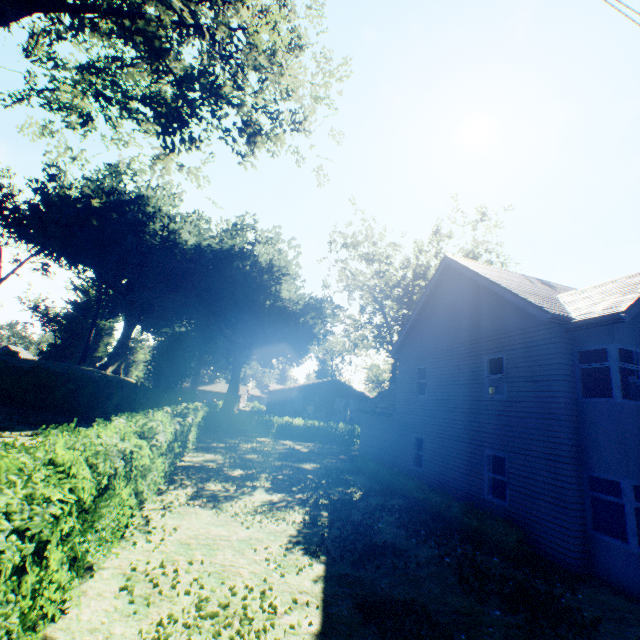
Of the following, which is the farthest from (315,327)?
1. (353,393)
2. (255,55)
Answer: (255,55)

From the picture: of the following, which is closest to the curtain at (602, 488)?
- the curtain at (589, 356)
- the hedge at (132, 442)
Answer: the curtain at (589, 356)

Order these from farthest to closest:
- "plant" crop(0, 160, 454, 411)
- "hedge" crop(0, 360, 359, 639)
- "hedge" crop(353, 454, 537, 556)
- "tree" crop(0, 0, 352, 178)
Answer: "plant" crop(0, 160, 454, 411) < "hedge" crop(353, 454, 537, 556) < "tree" crop(0, 0, 352, 178) < "hedge" crop(0, 360, 359, 639)

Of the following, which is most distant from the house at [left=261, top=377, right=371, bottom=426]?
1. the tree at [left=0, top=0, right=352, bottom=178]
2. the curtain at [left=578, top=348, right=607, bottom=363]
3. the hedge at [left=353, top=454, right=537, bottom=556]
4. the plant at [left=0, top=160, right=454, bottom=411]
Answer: the tree at [left=0, top=0, right=352, bottom=178]

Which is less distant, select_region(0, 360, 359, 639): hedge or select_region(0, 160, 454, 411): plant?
select_region(0, 360, 359, 639): hedge

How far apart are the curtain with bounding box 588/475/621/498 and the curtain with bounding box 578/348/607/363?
2.2m

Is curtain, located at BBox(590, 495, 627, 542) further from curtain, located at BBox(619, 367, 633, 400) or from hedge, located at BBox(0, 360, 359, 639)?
hedge, located at BBox(0, 360, 359, 639)

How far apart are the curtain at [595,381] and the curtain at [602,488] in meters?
2.2 m
